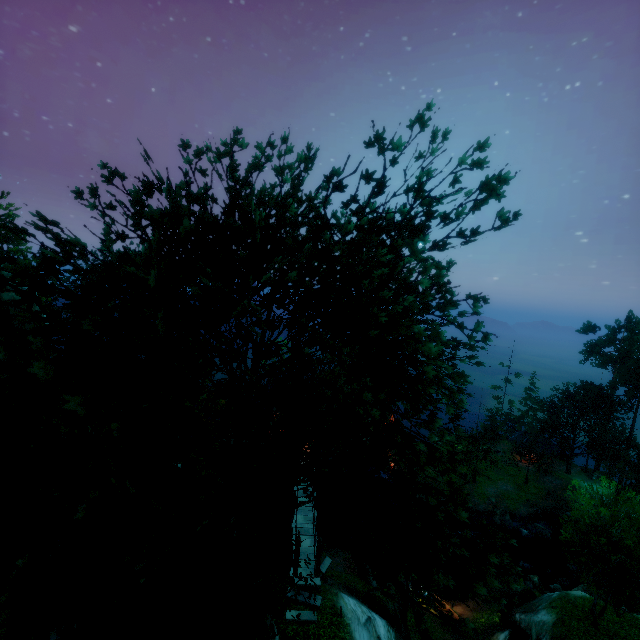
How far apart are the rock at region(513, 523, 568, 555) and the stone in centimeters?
3432cm

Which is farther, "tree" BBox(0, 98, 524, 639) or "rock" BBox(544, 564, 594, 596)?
"rock" BBox(544, 564, 594, 596)

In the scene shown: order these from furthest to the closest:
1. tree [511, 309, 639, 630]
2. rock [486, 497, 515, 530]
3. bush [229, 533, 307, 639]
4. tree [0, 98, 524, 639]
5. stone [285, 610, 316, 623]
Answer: rock [486, 497, 515, 530] → tree [511, 309, 639, 630] → stone [285, 610, 316, 623] → bush [229, 533, 307, 639] → tree [0, 98, 524, 639]

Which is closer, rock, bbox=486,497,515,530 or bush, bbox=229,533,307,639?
bush, bbox=229,533,307,639

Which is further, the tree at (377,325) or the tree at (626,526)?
the tree at (626,526)

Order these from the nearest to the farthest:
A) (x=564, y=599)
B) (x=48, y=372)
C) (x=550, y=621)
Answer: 1. (x=48, y=372)
2. (x=550, y=621)
3. (x=564, y=599)

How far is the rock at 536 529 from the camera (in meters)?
38.00

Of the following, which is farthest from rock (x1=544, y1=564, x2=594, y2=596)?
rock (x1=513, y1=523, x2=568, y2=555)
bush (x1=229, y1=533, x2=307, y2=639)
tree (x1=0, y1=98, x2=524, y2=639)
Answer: bush (x1=229, y1=533, x2=307, y2=639)
